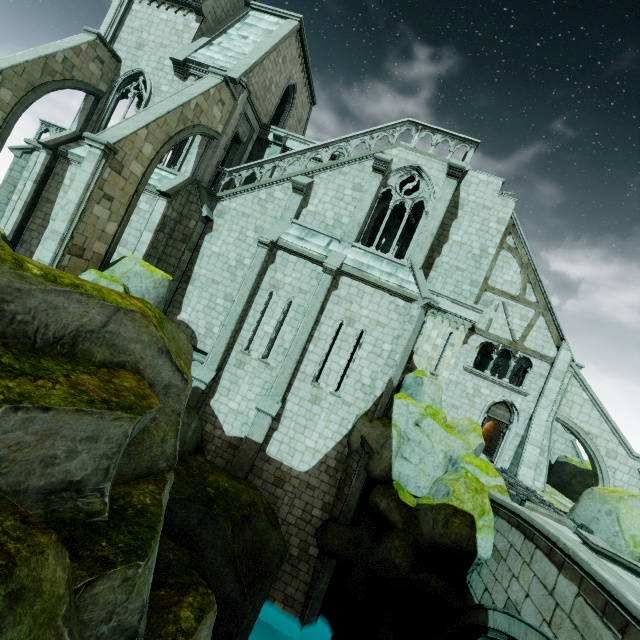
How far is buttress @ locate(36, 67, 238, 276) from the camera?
10.65m

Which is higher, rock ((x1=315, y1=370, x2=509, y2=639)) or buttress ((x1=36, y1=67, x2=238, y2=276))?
buttress ((x1=36, y1=67, x2=238, y2=276))

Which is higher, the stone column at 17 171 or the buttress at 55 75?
the buttress at 55 75

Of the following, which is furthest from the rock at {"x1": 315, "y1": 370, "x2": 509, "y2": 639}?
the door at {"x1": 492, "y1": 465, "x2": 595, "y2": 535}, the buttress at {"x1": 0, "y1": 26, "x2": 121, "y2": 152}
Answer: the buttress at {"x1": 0, "y1": 26, "x2": 121, "y2": 152}

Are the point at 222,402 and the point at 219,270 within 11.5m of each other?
yes

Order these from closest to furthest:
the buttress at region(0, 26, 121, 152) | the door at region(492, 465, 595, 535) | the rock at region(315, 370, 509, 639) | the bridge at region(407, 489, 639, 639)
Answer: the bridge at region(407, 489, 639, 639) < the rock at region(315, 370, 509, 639) < the door at region(492, 465, 595, 535) < the buttress at region(0, 26, 121, 152)

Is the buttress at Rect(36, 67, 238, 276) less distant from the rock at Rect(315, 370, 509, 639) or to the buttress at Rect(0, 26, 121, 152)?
the rock at Rect(315, 370, 509, 639)

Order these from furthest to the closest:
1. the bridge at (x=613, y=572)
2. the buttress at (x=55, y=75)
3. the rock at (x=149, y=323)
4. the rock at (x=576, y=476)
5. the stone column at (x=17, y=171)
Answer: the stone column at (x=17, y=171)
the buttress at (x=55, y=75)
the rock at (x=576, y=476)
the bridge at (x=613, y=572)
the rock at (x=149, y=323)
